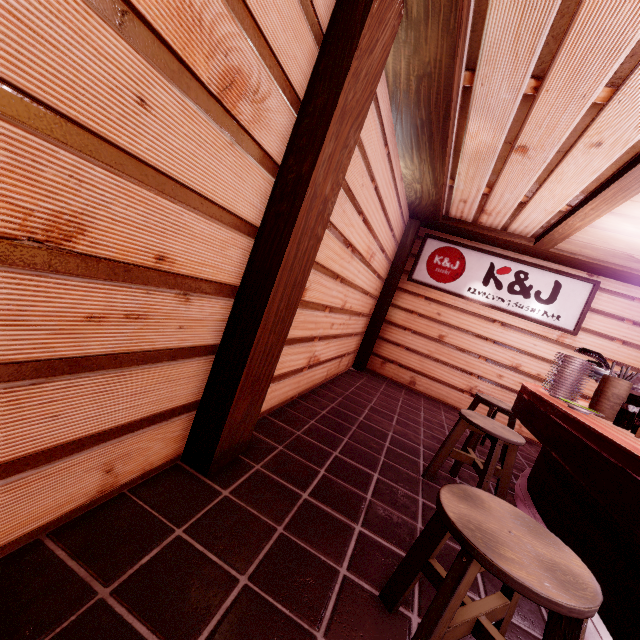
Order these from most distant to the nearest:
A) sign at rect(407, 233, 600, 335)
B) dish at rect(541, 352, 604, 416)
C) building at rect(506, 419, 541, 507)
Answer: sign at rect(407, 233, 600, 335) → building at rect(506, 419, 541, 507) → dish at rect(541, 352, 604, 416)

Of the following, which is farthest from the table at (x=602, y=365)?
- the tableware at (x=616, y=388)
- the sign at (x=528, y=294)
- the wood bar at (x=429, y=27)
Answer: the sign at (x=528, y=294)

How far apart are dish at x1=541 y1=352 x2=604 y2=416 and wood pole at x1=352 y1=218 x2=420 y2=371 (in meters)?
5.61

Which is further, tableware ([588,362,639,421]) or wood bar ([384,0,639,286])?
tableware ([588,362,639,421])

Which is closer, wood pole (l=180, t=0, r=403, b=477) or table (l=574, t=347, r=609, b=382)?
wood pole (l=180, t=0, r=403, b=477)

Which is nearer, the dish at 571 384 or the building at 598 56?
the building at 598 56

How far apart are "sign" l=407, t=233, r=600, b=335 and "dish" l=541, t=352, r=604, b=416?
5.1 meters

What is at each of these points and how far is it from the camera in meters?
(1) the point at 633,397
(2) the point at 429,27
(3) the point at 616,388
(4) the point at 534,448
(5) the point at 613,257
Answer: (1) table, 4.3
(2) wood bar, 3.5
(3) tableware, 4.2
(4) building, 9.0
(5) wood panel, 7.8
